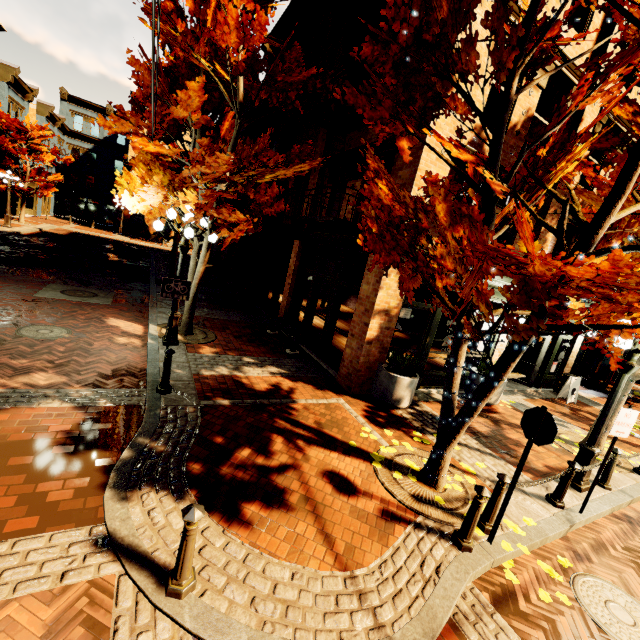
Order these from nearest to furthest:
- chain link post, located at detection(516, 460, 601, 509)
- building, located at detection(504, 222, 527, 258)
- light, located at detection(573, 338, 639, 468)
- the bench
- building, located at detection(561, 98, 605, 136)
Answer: chain link post, located at detection(516, 460, 601, 509) < light, located at detection(573, 338, 639, 468) < building, located at detection(561, 98, 605, 136) < building, located at detection(504, 222, 527, 258) < the bench

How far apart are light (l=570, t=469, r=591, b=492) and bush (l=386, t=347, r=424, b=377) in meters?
3.3 m

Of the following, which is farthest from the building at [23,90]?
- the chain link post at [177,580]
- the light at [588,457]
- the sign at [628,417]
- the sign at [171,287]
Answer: the sign at [628,417]

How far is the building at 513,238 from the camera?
9.5m

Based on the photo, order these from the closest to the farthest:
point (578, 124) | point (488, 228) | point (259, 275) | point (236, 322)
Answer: point (488, 228) < point (578, 124) < point (236, 322) < point (259, 275)

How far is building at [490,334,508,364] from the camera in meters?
10.4 m

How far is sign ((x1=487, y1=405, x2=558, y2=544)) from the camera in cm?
385
